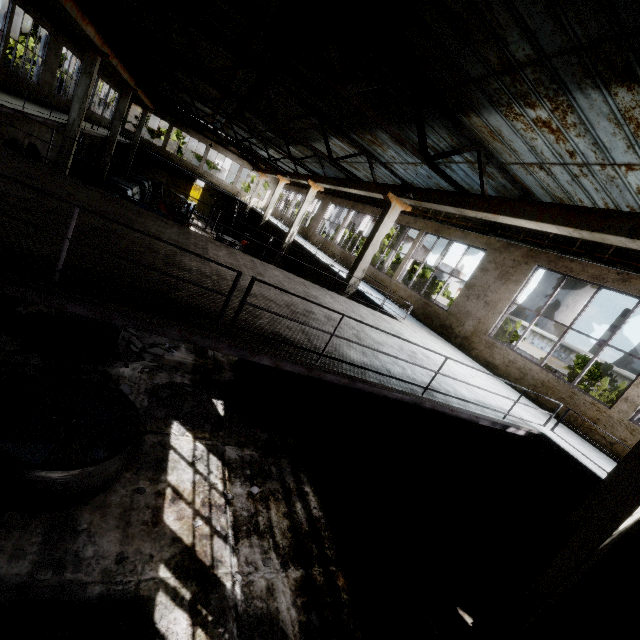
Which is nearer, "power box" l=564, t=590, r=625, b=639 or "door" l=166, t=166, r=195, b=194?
"power box" l=564, t=590, r=625, b=639

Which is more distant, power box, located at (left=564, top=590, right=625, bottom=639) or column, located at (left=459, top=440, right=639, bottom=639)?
power box, located at (left=564, top=590, right=625, bottom=639)

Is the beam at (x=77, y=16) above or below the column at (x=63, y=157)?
above

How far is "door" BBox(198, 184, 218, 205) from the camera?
39.6 meters

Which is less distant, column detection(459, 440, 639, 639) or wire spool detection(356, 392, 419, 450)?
column detection(459, 440, 639, 639)

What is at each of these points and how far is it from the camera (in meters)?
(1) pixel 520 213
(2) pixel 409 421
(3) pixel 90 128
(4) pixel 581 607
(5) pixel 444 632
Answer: (1) beam, 7.54
(2) wire spool, 10.41
(3) elevated walkway, 19.19
(4) power box, 6.78
(5) concrete debris, 5.96

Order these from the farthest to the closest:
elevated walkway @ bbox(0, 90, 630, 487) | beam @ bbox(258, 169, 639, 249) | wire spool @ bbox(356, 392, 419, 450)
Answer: wire spool @ bbox(356, 392, 419, 450), beam @ bbox(258, 169, 639, 249), elevated walkway @ bbox(0, 90, 630, 487)

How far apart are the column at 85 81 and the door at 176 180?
22.4 meters
